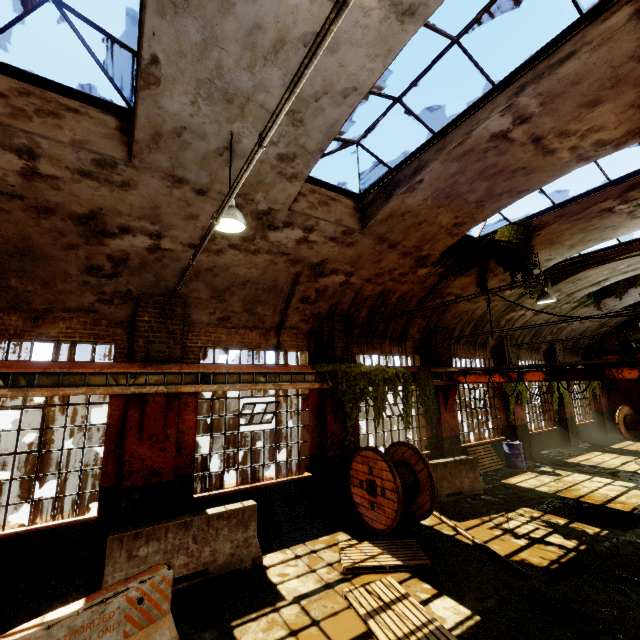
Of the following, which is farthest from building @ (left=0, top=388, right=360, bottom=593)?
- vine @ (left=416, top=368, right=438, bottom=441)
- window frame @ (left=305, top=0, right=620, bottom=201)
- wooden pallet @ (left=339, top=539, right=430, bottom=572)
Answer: wooden pallet @ (left=339, top=539, right=430, bottom=572)

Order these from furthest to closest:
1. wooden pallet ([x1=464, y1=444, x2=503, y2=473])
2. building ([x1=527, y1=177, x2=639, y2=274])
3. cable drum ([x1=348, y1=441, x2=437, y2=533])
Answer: wooden pallet ([x1=464, y1=444, x2=503, y2=473]) < building ([x1=527, y1=177, x2=639, y2=274]) < cable drum ([x1=348, y1=441, x2=437, y2=533])

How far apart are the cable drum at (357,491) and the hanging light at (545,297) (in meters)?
6.06

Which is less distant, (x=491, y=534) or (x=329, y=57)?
(x=329, y=57)

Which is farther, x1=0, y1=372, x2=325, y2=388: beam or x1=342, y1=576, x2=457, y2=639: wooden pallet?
x1=0, y1=372, x2=325, y2=388: beam

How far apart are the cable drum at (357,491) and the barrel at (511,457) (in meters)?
6.92

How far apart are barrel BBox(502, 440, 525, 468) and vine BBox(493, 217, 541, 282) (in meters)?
7.18

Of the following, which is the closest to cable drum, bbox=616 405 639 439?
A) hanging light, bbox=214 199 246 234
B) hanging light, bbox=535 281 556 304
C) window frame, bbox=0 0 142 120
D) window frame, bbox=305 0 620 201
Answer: hanging light, bbox=535 281 556 304
